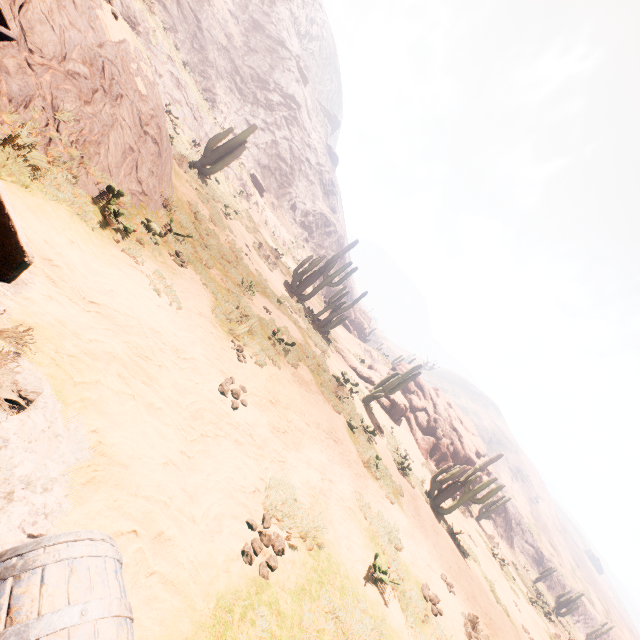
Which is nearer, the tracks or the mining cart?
the tracks

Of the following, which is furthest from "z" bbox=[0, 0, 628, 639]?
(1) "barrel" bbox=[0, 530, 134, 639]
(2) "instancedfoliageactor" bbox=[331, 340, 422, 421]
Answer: (1) "barrel" bbox=[0, 530, 134, 639]

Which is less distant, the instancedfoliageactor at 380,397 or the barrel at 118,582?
the barrel at 118,582

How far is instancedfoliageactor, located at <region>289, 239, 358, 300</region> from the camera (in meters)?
21.02

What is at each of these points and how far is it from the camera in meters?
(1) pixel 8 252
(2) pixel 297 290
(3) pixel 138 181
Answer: (1) tracks, 1.5 m
(2) instancedfoliageactor, 21.7 m
(3) z, 6.9 m

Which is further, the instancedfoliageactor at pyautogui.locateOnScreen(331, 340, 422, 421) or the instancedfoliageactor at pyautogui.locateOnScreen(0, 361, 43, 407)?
the instancedfoliageactor at pyautogui.locateOnScreen(331, 340, 422, 421)

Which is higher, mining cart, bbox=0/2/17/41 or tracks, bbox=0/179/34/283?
mining cart, bbox=0/2/17/41

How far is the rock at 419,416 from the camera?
24.25m
